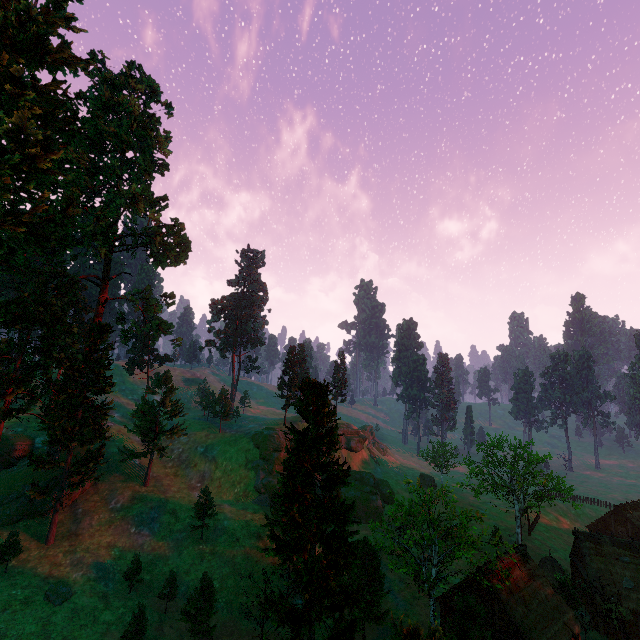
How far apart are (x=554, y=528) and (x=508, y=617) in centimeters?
4326cm

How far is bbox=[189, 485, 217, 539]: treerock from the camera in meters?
39.4 m

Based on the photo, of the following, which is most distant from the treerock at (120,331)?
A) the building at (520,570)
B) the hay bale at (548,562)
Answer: the hay bale at (548,562)

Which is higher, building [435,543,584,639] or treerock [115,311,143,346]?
treerock [115,311,143,346]

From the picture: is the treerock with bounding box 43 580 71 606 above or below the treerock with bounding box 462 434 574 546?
below

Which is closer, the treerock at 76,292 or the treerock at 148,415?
the treerock at 76,292

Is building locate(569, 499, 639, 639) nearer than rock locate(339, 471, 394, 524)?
Yes

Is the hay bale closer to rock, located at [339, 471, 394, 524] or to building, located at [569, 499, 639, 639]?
building, located at [569, 499, 639, 639]
